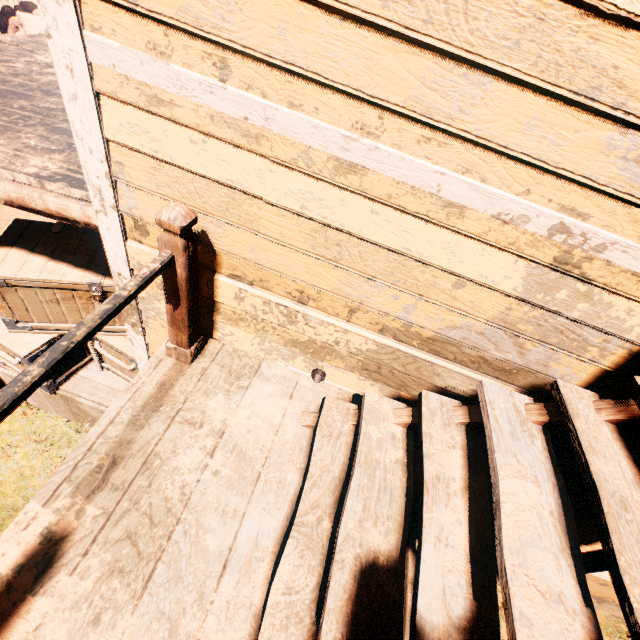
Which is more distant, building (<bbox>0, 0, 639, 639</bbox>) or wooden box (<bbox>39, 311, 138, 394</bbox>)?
wooden box (<bbox>39, 311, 138, 394</bbox>)

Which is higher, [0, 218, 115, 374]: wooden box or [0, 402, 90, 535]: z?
[0, 218, 115, 374]: wooden box

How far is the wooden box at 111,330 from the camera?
3.9 meters

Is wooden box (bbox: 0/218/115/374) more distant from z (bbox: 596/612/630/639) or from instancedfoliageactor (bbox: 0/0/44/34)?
instancedfoliageactor (bbox: 0/0/44/34)

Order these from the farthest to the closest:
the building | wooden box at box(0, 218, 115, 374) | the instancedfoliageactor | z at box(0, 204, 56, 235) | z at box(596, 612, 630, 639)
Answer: the instancedfoliageactor < z at box(0, 204, 56, 235) < z at box(596, 612, 630, 639) < wooden box at box(0, 218, 115, 374) < the building

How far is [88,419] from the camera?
4.6m

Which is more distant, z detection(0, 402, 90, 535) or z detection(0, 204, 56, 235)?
z detection(0, 204, 56, 235)

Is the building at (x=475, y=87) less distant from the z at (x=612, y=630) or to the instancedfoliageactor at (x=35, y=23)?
the z at (x=612, y=630)
